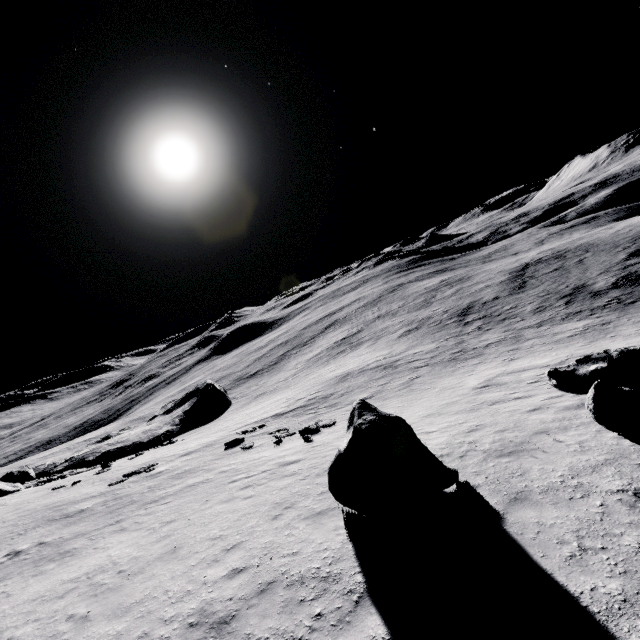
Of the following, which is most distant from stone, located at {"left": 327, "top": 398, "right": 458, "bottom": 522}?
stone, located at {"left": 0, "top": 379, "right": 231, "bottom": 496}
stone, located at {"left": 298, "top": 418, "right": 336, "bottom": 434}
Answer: stone, located at {"left": 0, "top": 379, "right": 231, "bottom": 496}

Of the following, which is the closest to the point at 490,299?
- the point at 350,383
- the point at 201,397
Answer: the point at 350,383

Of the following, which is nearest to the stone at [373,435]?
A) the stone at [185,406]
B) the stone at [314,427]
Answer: the stone at [314,427]

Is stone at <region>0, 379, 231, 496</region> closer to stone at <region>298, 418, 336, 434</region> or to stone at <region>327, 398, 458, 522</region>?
stone at <region>298, 418, 336, 434</region>

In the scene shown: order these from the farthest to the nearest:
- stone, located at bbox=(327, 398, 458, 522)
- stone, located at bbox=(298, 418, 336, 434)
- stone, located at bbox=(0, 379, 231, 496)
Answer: stone, located at bbox=(0, 379, 231, 496)
stone, located at bbox=(298, 418, 336, 434)
stone, located at bbox=(327, 398, 458, 522)

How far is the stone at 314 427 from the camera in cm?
1808
